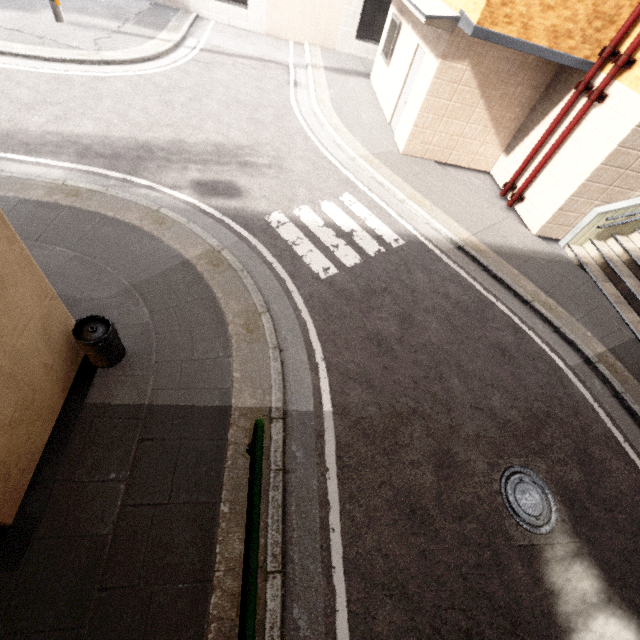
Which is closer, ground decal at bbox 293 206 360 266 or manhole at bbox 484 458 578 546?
manhole at bbox 484 458 578 546

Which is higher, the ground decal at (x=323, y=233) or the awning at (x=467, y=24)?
the awning at (x=467, y=24)

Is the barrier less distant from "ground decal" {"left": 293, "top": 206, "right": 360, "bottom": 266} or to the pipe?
"ground decal" {"left": 293, "top": 206, "right": 360, "bottom": 266}

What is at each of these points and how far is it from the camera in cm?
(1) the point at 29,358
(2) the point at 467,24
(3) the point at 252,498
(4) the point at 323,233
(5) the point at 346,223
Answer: Answer:
(1) concrete pillar, 296
(2) awning, 656
(3) barrier, 250
(4) ground decal, 652
(5) ground decal, 689

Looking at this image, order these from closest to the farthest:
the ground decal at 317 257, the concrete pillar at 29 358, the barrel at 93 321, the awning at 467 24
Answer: the concrete pillar at 29 358 < the barrel at 93 321 < the ground decal at 317 257 < the awning at 467 24

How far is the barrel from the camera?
3.5 meters

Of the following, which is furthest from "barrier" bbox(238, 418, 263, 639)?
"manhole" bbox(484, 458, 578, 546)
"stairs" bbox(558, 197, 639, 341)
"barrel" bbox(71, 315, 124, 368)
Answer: "stairs" bbox(558, 197, 639, 341)

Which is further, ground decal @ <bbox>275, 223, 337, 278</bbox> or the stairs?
the stairs
